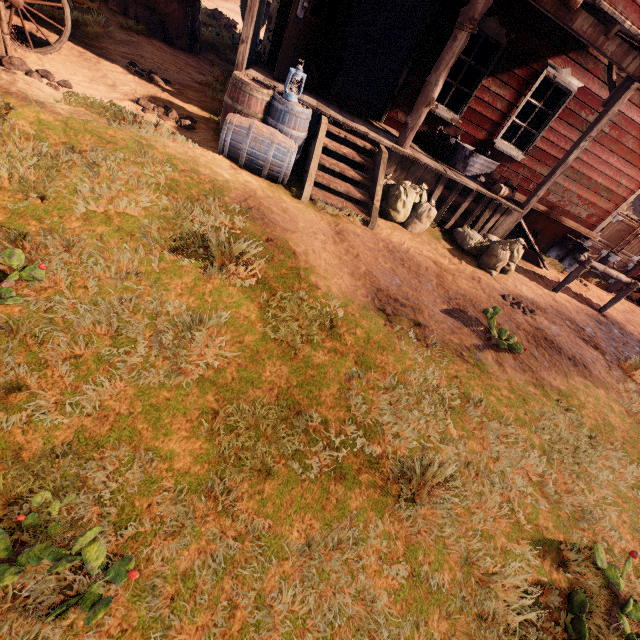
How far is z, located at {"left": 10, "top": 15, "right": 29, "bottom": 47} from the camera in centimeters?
452cm

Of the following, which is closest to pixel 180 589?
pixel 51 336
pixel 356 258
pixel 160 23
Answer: pixel 51 336

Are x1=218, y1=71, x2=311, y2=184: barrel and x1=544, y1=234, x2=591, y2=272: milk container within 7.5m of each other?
no

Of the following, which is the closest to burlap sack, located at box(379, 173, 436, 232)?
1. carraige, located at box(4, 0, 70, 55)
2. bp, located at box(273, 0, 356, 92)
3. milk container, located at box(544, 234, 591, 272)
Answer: bp, located at box(273, 0, 356, 92)

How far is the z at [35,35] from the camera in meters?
4.8 m

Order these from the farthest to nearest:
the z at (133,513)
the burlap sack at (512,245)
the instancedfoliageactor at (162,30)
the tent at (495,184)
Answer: the instancedfoliageactor at (162,30) < the tent at (495,184) < the burlap sack at (512,245) < the z at (133,513)

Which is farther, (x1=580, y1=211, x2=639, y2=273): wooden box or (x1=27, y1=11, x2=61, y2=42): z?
(x1=580, y1=211, x2=639, y2=273): wooden box

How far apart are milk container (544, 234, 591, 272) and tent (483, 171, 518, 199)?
4.12m
